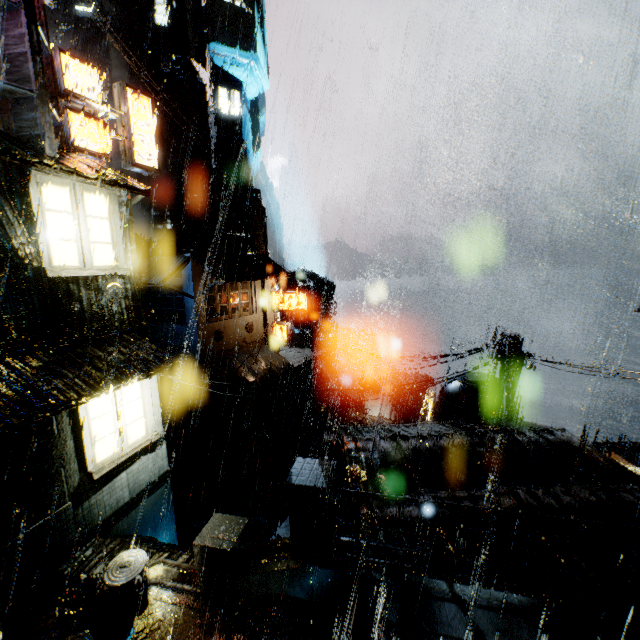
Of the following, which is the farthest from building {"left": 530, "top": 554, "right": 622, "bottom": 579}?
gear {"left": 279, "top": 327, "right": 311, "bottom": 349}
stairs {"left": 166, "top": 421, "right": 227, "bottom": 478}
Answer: gear {"left": 279, "top": 327, "right": 311, "bottom": 349}

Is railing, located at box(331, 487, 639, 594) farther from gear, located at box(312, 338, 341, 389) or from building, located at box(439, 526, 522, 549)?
gear, located at box(312, 338, 341, 389)

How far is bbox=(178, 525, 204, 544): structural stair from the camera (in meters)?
15.44

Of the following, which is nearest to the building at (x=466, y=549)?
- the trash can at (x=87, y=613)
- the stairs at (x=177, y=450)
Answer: the stairs at (x=177, y=450)

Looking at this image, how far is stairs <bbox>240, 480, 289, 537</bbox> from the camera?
22.27m

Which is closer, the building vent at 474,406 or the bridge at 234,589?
the bridge at 234,589

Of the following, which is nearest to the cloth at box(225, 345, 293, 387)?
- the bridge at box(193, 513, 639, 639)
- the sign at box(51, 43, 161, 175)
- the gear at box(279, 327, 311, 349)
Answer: the gear at box(279, 327, 311, 349)

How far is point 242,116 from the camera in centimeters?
5434cm
